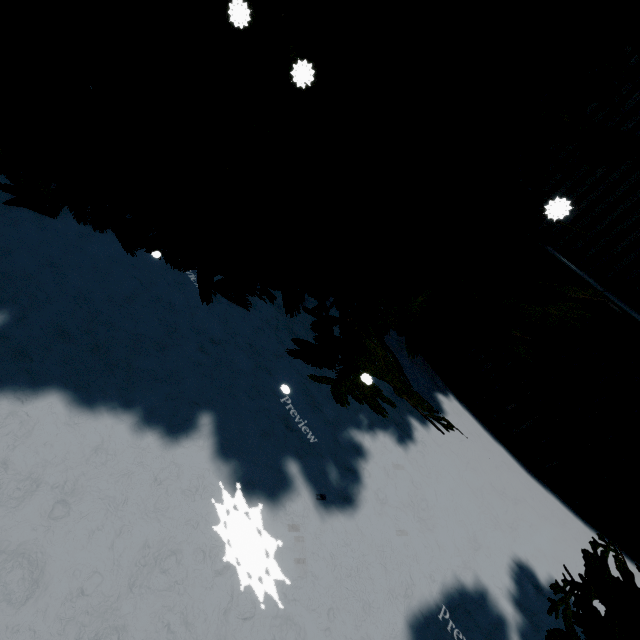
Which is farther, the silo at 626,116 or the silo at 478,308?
the silo at 478,308

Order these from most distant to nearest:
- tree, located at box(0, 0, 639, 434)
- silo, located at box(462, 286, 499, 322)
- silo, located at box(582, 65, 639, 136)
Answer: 1. silo, located at box(462, 286, 499, 322)
2. silo, located at box(582, 65, 639, 136)
3. tree, located at box(0, 0, 639, 434)

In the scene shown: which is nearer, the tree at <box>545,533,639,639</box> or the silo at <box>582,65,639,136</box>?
the tree at <box>545,533,639,639</box>

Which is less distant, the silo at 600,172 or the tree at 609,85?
the tree at 609,85

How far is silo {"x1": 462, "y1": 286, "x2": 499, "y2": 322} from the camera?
5.51m

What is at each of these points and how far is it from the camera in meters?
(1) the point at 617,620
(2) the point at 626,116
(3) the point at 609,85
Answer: (1) tree, 2.3 m
(2) silo, 4.2 m
(3) tree, 3.5 m
